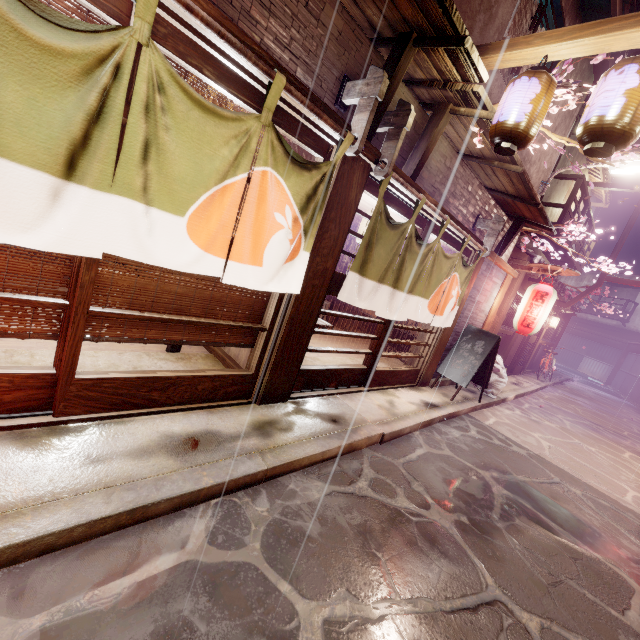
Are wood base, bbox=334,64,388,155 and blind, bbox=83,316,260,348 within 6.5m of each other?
yes

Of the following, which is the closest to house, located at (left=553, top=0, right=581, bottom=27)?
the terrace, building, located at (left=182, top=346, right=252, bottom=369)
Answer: building, located at (left=182, top=346, right=252, bottom=369)

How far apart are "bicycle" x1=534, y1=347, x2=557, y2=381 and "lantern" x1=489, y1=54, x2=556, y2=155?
21.8 meters

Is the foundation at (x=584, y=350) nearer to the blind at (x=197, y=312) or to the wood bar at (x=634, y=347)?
the wood bar at (x=634, y=347)

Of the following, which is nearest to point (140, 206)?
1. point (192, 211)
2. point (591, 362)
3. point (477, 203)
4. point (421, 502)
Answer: point (192, 211)

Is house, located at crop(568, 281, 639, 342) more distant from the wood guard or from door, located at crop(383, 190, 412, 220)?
the wood guard

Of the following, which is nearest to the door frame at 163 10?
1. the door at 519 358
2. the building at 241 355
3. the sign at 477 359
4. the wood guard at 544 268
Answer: the building at 241 355

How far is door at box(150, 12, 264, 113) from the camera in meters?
3.6 m
